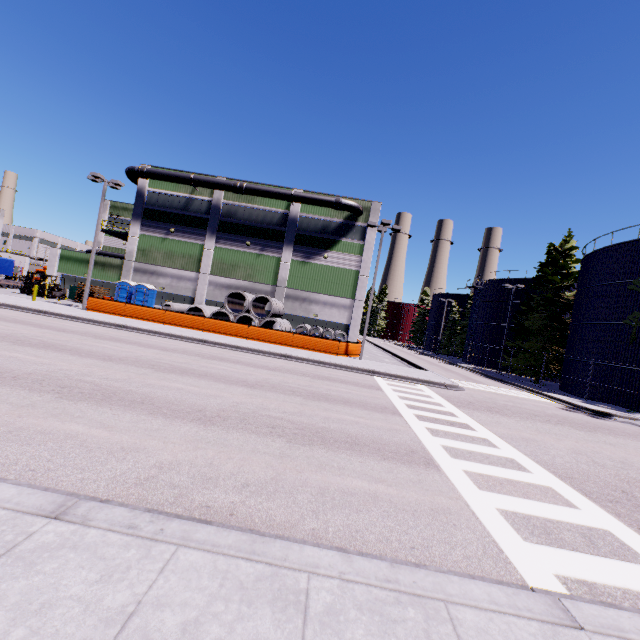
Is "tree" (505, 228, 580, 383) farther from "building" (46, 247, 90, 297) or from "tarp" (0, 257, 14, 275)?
"tarp" (0, 257, 14, 275)

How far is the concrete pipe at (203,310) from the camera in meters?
27.0 m

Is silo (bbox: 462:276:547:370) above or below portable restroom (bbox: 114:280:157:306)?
above

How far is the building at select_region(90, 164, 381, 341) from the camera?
32.25m

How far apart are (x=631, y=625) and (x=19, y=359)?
13.1 meters

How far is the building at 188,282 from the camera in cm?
3225

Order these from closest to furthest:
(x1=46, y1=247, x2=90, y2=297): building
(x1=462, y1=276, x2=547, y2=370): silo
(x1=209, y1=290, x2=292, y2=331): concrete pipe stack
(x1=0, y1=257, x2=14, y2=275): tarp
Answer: (x1=209, y1=290, x2=292, y2=331): concrete pipe stack
(x1=46, y1=247, x2=90, y2=297): building
(x1=0, y1=257, x2=14, y2=275): tarp
(x1=462, y1=276, x2=547, y2=370): silo

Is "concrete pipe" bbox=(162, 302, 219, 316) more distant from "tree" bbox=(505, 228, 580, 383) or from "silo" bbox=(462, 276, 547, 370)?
"silo" bbox=(462, 276, 547, 370)
